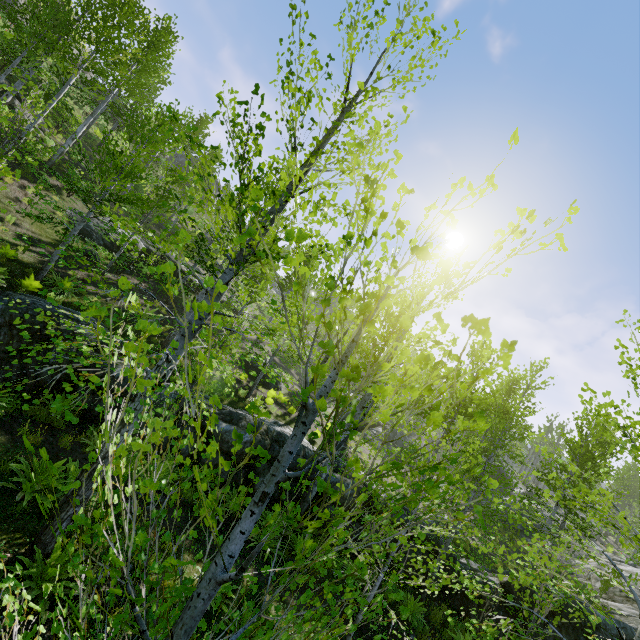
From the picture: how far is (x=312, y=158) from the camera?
5.7 meters

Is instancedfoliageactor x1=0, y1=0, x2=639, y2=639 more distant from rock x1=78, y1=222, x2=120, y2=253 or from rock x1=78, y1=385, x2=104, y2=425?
rock x1=78, y1=222, x2=120, y2=253

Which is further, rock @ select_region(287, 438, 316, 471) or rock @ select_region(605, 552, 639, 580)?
rock @ select_region(605, 552, 639, 580)

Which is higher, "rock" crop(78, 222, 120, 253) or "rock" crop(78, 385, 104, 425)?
"rock" crop(78, 222, 120, 253)

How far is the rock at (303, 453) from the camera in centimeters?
1115cm

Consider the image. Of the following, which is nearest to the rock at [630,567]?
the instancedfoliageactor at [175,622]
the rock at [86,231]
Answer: the instancedfoliageactor at [175,622]

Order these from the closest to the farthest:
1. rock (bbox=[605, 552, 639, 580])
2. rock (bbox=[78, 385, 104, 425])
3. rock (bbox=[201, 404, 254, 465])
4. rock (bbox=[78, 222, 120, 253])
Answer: rock (bbox=[78, 385, 104, 425])
rock (bbox=[201, 404, 254, 465])
rock (bbox=[78, 222, 120, 253])
rock (bbox=[605, 552, 639, 580])

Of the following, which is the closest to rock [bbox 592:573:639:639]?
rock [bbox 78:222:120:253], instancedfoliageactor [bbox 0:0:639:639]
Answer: instancedfoliageactor [bbox 0:0:639:639]
